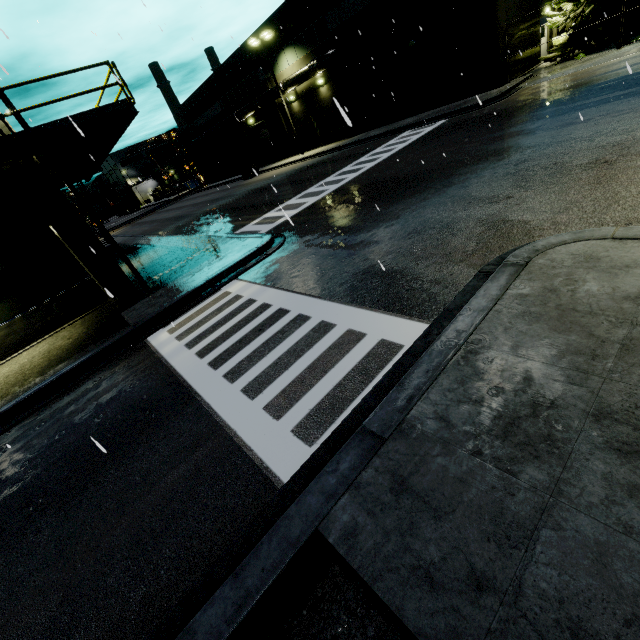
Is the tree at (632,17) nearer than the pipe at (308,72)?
Yes

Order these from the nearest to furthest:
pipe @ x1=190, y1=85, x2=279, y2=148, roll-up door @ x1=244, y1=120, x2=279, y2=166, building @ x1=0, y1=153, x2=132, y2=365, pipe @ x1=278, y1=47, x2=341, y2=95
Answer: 1. building @ x1=0, y1=153, x2=132, y2=365
2. pipe @ x1=278, y1=47, x2=341, y2=95
3. pipe @ x1=190, y1=85, x2=279, y2=148
4. roll-up door @ x1=244, y1=120, x2=279, y2=166

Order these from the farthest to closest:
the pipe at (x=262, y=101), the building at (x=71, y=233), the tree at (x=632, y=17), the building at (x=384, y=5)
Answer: the pipe at (x=262, y=101) → the building at (x=384, y=5) → the tree at (x=632, y=17) → the building at (x=71, y=233)

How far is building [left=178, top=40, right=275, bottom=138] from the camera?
32.22m

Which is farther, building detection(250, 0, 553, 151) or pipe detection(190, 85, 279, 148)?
pipe detection(190, 85, 279, 148)

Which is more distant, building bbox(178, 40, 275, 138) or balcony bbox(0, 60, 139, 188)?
building bbox(178, 40, 275, 138)

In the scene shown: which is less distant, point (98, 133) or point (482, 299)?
point (482, 299)

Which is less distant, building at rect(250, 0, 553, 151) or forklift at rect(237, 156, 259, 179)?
building at rect(250, 0, 553, 151)
